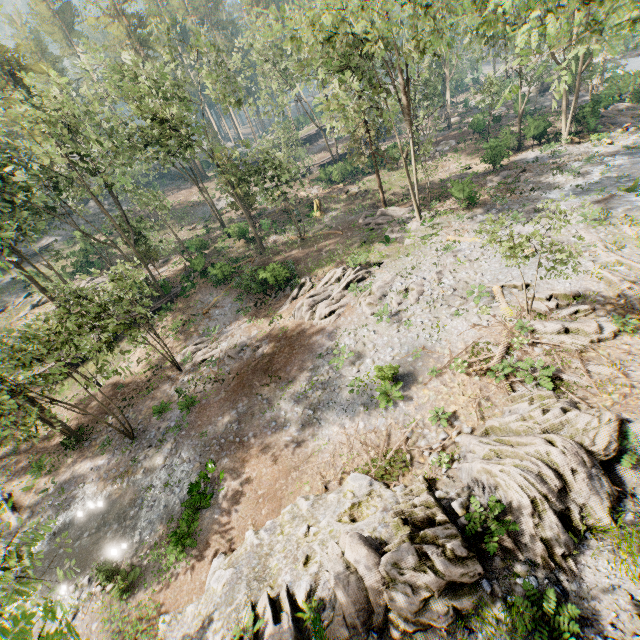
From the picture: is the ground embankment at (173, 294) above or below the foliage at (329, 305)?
above

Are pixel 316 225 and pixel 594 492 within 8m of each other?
no

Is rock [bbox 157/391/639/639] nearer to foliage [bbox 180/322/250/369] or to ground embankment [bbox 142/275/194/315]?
foliage [bbox 180/322/250/369]

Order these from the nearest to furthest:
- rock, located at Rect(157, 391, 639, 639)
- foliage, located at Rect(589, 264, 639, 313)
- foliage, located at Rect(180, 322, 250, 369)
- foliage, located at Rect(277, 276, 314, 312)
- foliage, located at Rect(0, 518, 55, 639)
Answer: foliage, located at Rect(0, 518, 55, 639)
rock, located at Rect(157, 391, 639, 639)
foliage, located at Rect(589, 264, 639, 313)
foliage, located at Rect(180, 322, 250, 369)
foliage, located at Rect(277, 276, 314, 312)

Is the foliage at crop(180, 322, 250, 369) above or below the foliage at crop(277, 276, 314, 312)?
below

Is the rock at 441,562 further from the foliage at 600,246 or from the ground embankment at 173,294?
the ground embankment at 173,294

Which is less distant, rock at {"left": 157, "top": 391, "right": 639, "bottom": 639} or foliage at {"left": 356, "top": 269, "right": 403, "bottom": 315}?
rock at {"left": 157, "top": 391, "right": 639, "bottom": 639}
